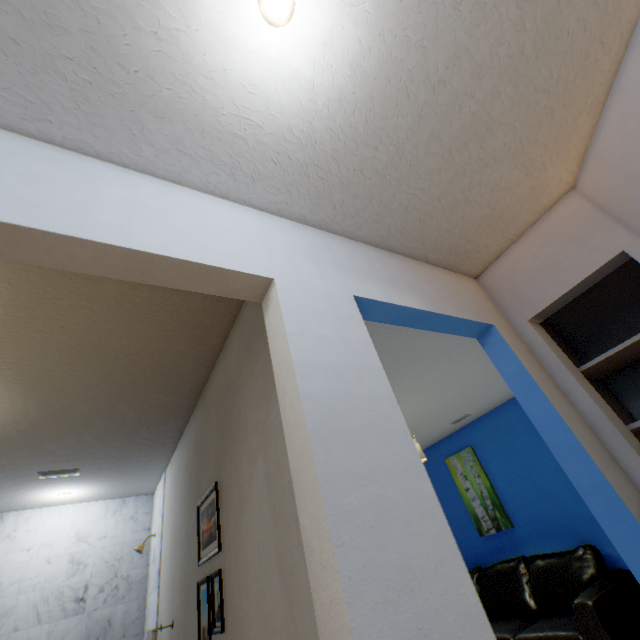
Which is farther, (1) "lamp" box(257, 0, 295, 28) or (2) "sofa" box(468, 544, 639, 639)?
(2) "sofa" box(468, 544, 639, 639)

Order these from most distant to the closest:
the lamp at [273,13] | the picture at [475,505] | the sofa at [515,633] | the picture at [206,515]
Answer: the picture at [475,505] < the sofa at [515,633] < the picture at [206,515] < the lamp at [273,13]

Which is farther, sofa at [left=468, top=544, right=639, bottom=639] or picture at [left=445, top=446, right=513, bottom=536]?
picture at [left=445, top=446, right=513, bottom=536]

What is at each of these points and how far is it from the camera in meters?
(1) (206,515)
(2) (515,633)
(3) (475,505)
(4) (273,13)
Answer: (1) picture, 1.7 m
(2) sofa, 3.0 m
(3) picture, 4.3 m
(4) lamp, 0.9 m

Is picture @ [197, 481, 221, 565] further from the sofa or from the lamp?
the sofa

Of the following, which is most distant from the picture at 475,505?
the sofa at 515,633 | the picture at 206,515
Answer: the picture at 206,515

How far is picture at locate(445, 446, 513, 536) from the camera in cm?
409

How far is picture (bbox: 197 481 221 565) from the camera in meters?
1.5
